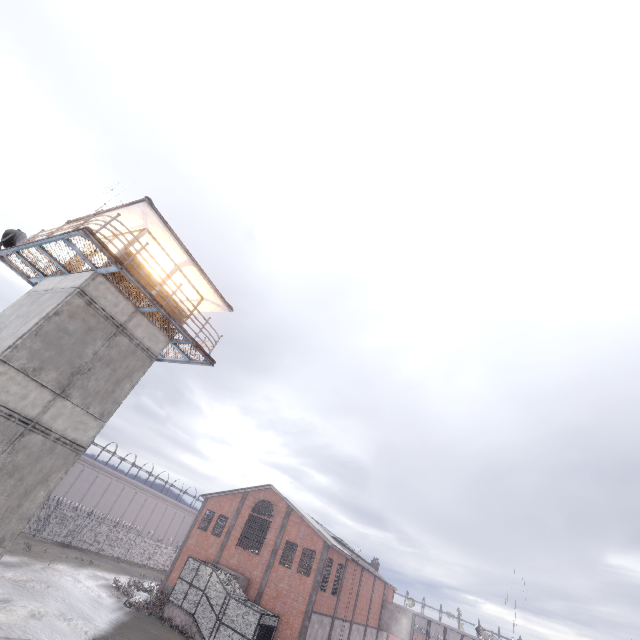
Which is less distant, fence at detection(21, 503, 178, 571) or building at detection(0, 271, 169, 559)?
building at detection(0, 271, 169, 559)

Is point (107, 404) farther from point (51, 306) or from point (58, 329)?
point (51, 306)

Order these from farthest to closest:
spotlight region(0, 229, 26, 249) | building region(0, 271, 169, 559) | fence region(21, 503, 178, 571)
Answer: fence region(21, 503, 178, 571) < spotlight region(0, 229, 26, 249) < building region(0, 271, 169, 559)

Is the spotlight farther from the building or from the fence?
the fence

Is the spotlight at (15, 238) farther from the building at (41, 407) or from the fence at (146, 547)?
the fence at (146, 547)

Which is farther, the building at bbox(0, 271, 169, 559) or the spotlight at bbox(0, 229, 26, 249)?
the spotlight at bbox(0, 229, 26, 249)
